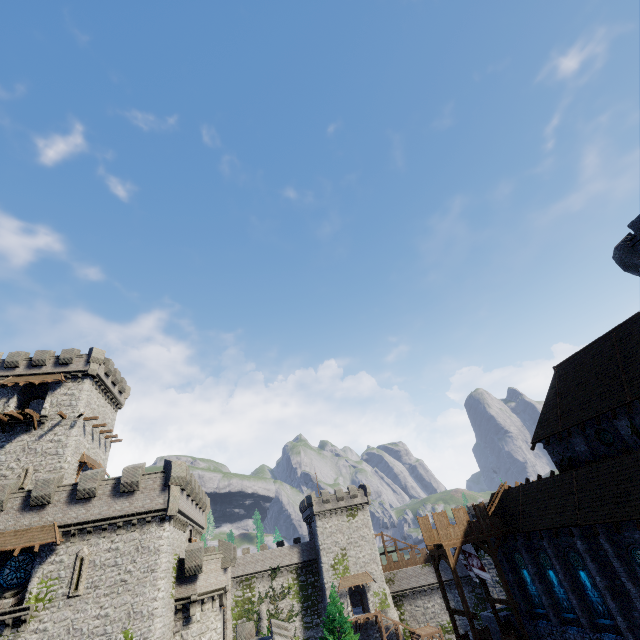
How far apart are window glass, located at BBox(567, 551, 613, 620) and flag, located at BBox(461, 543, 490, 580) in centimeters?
567cm

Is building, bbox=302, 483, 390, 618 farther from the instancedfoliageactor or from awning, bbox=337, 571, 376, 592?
the instancedfoliageactor

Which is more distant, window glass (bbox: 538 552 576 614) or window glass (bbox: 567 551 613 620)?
window glass (bbox: 538 552 576 614)

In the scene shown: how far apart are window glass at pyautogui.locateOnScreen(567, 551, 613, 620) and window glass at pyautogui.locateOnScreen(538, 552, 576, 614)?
1.5 meters

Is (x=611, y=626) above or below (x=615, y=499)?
below

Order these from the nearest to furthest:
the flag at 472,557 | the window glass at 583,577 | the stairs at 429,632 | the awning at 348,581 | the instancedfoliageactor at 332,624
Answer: the window glass at 583,577 < the flag at 472,557 < the instancedfoliageactor at 332,624 < the stairs at 429,632 < the awning at 348,581

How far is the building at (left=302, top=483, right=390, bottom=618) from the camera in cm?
4978

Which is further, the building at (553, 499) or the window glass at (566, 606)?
the window glass at (566, 606)
